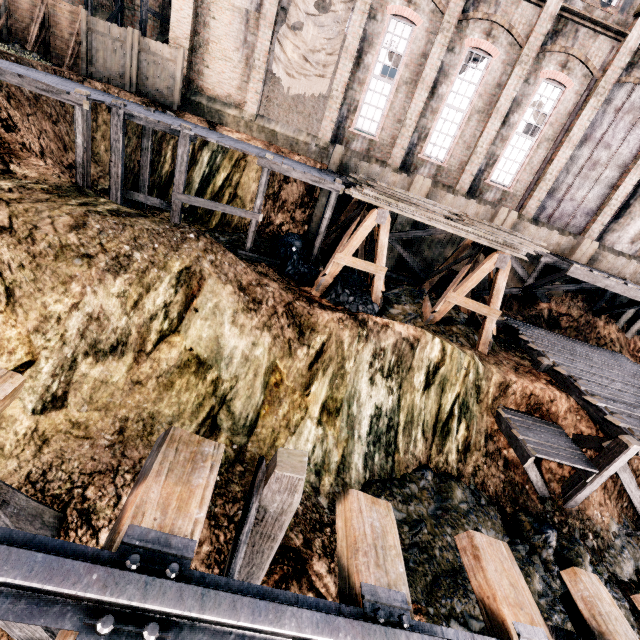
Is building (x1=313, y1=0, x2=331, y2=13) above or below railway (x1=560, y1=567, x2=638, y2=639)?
above

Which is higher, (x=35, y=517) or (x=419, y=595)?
(x=35, y=517)

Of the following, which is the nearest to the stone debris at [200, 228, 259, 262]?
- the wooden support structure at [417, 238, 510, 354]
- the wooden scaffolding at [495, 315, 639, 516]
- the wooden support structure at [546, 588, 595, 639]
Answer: the wooden support structure at [417, 238, 510, 354]

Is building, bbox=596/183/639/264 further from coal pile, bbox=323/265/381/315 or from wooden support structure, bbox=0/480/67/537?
wooden support structure, bbox=0/480/67/537

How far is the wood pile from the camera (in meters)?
11.88

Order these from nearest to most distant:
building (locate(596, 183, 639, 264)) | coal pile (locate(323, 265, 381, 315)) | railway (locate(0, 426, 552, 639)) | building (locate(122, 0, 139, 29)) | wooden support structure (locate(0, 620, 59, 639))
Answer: railway (locate(0, 426, 552, 639)), wooden support structure (locate(0, 620, 59, 639)), coal pile (locate(323, 265, 381, 315)), building (locate(122, 0, 139, 29)), building (locate(596, 183, 639, 264))

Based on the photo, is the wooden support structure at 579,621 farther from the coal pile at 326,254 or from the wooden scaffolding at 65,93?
the wooden scaffolding at 65,93

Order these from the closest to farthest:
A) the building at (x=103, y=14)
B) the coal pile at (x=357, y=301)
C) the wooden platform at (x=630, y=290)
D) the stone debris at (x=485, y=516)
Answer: the stone debris at (x=485, y=516), the coal pile at (x=357, y=301), the wooden platform at (x=630, y=290), the building at (x=103, y=14)
